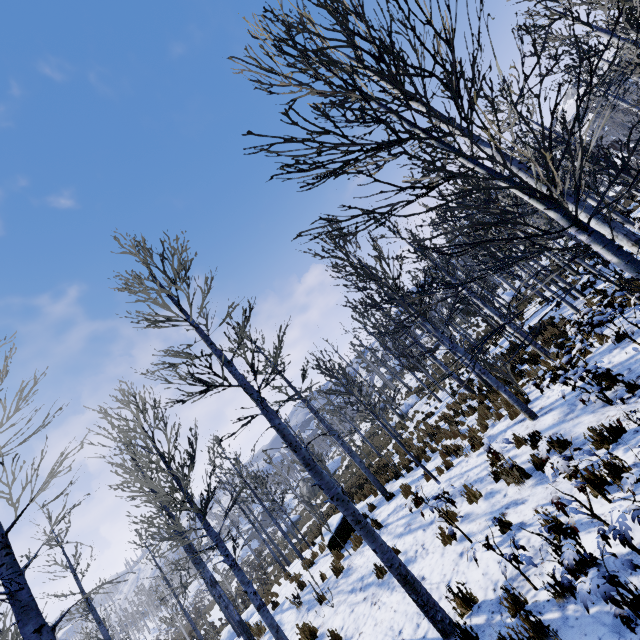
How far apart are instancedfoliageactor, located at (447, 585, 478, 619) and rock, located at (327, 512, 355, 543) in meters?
7.3

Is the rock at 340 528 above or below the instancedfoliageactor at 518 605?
above

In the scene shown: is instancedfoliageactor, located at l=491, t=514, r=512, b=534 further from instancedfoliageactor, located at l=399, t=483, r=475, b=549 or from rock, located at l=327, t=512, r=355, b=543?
rock, located at l=327, t=512, r=355, b=543

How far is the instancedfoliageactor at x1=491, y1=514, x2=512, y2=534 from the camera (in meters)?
4.12

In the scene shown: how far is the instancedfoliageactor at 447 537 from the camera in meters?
5.7

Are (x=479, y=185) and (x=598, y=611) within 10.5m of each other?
yes

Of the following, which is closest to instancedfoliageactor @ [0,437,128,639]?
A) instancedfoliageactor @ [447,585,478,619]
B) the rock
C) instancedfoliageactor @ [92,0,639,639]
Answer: the rock
